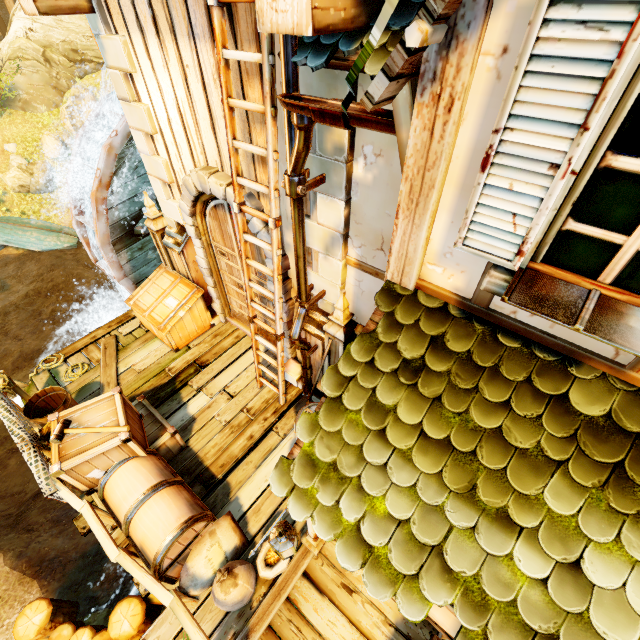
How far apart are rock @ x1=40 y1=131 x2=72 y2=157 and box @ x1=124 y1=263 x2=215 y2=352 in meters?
13.4

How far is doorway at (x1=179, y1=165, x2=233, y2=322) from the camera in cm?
430

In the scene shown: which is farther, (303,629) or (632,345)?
(303,629)

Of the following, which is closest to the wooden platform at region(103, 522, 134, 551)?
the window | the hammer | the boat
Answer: the hammer

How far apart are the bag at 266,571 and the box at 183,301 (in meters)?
3.44

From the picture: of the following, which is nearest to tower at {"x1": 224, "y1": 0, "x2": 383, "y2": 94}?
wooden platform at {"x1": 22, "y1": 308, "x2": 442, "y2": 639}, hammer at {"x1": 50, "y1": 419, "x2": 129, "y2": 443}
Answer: wooden platform at {"x1": 22, "y1": 308, "x2": 442, "y2": 639}

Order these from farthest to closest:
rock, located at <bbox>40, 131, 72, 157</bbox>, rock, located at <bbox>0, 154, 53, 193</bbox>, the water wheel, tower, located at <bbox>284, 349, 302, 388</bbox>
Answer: rock, located at <bbox>40, 131, 72, 157</bbox> → rock, located at <bbox>0, 154, 53, 193</bbox> → the water wheel → tower, located at <bbox>284, 349, 302, 388</bbox>
